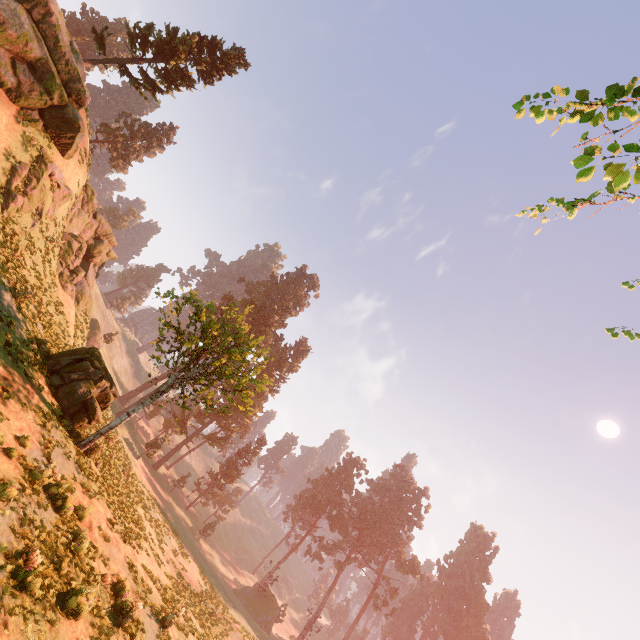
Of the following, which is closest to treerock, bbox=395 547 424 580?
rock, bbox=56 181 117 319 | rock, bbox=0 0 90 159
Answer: rock, bbox=0 0 90 159

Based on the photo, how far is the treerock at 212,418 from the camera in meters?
14.9 m

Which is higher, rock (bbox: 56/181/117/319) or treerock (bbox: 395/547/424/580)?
treerock (bbox: 395/547/424/580)

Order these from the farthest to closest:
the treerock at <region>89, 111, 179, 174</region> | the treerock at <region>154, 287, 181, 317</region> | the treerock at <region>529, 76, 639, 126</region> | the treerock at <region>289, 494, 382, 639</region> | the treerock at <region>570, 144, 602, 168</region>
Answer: the treerock at <region>289, 494, 382, 639</region> → the treerock at <region>89, 111, 179, 174</region> → the treerock at <region>154, 287, 181, 317</region> → the treerock at <region>529, 76, 639, 126</region> → the treerock at <region>570, 144, 602, 168</region>

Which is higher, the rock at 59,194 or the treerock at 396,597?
the treerock at 396,597

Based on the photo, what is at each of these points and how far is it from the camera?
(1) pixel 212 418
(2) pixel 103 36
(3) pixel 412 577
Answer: (1) treerock, 52.6m
(2) treerock, 24.3m
(3) treerock, 58.7m

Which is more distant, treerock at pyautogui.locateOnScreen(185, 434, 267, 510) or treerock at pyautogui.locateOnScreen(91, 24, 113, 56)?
treerock at pyautogui.locateOnScreen(185, 434, 267, 510)
